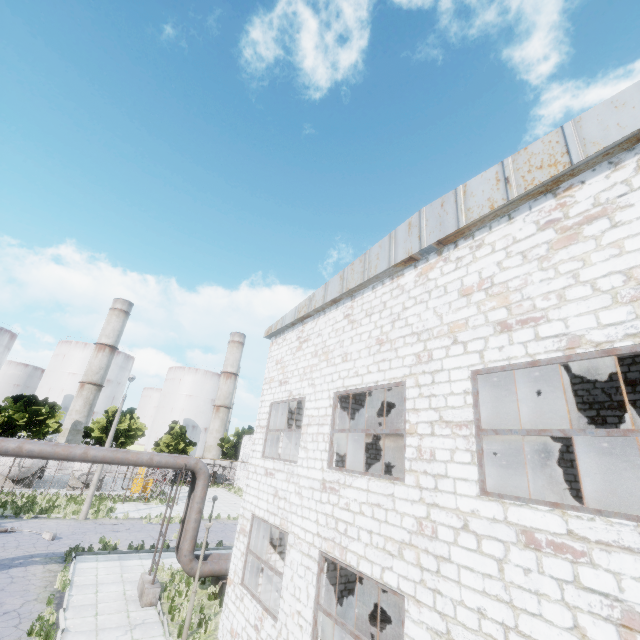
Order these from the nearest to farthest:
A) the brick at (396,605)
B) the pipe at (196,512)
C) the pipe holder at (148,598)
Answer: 1. the pipe at (196,512)
2. the pipe holder at (148,598)
3. the brick at (396,605)

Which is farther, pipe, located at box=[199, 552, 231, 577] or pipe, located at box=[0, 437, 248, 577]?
pipe, located at box=[199, 552, 231, 577]

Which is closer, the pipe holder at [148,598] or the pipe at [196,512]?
the pipe at [196,512]

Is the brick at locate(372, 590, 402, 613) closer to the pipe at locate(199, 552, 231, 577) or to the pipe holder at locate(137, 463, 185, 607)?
the pipe at locate(199, 552, 231, 577)

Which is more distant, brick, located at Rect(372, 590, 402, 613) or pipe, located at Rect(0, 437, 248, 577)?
brick, located at Rect(372, 590, 402, 613)

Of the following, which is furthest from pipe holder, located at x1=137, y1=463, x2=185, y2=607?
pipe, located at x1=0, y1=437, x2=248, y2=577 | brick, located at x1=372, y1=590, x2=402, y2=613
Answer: brick, located at x1=372, y1=590, x2=402, y2=613

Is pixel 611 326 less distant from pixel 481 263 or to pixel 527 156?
pixel 481 263

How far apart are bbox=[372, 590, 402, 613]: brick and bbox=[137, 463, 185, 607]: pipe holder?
9.01m
